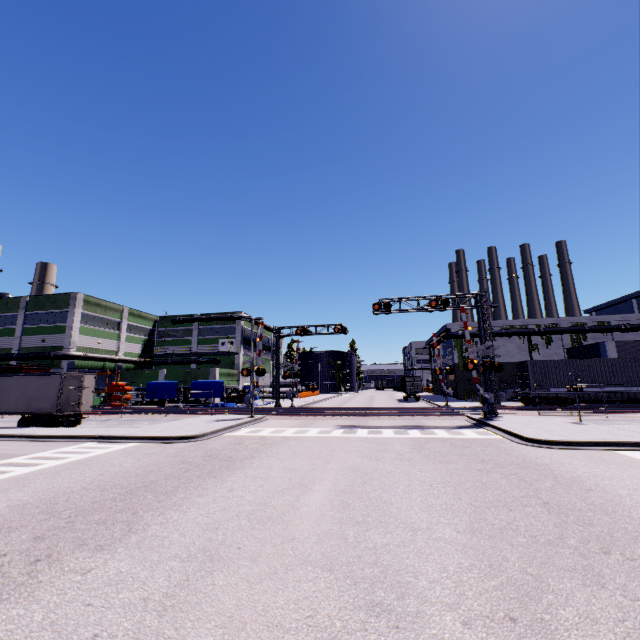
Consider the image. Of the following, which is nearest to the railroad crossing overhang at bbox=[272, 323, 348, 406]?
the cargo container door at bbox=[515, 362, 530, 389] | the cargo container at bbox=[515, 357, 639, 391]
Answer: the cargo container at bbox=[515, 357, 639, 391]

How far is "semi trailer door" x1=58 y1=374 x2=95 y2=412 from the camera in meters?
22.0 m

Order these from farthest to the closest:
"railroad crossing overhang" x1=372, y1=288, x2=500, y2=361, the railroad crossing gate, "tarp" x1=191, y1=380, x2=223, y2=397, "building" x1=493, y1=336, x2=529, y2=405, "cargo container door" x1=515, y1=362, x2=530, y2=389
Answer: "building" x1=493, y1=336, x2=529, y2=405
"tarp" x1=191, y1=380, x2=223, y2=397
"cargo container door" x1=515, y1=362, x2=530, y2=389
"railroad crossing overhang" x1=372, y1=288, x2=500, y2=361
the railroad crossing gate

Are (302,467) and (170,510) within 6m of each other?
yes

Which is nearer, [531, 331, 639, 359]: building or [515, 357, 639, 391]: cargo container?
[515, 357, 639, 391]: cargo container

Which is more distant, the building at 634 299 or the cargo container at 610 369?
the building at 634 299

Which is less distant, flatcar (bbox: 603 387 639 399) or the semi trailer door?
the semi trailer door

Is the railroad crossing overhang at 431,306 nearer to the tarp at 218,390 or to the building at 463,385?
the tarp at 218,390
